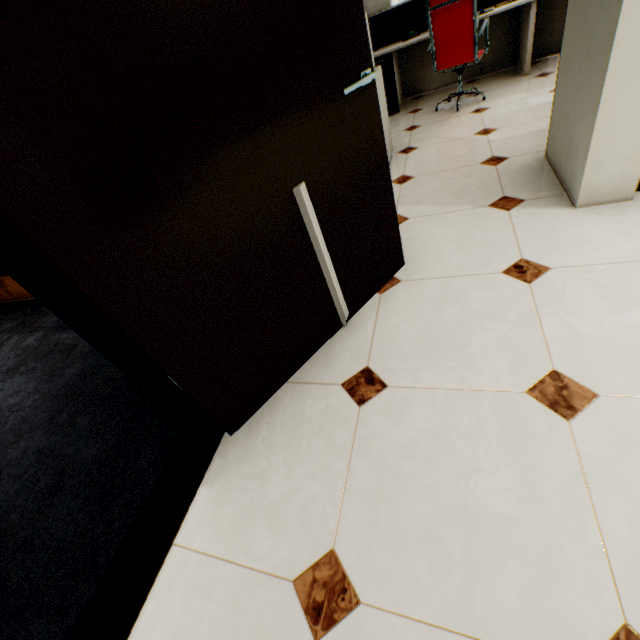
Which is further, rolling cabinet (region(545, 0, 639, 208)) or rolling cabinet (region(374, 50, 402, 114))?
rolling cabinet (region(374, 50, 402, 114))

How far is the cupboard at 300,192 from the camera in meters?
1.3 m

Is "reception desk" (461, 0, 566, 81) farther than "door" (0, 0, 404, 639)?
Yes

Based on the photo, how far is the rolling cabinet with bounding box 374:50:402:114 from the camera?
4.2 meters

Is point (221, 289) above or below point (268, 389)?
above

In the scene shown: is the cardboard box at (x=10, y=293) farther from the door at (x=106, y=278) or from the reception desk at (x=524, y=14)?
the reception desk at (x=524, y=14)

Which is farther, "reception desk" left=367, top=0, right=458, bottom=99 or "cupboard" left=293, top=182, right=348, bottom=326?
"reception desk" left=367, top=0, right=458, bottom=99

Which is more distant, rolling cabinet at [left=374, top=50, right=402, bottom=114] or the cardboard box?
rolling cabinet at [left=374, top=50, right=402, bottom=114]
